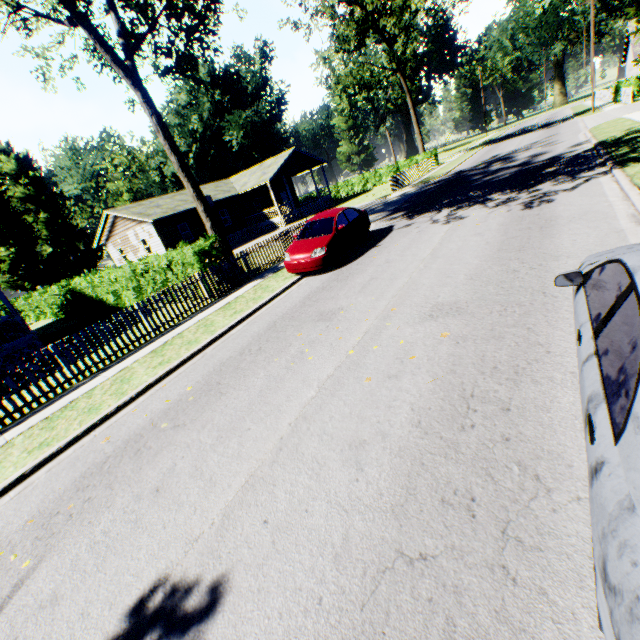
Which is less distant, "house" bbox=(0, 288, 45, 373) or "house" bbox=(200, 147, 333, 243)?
"house" bbox=(0, 288, 45, 373)

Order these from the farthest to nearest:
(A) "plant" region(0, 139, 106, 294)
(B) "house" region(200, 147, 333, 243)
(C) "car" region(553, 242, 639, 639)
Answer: (A) "plant" region(0, 139, 106, 294) < (B) "house" region(200, 147, 333, 243) < (C) "car" region(553, 242, 639, 639)

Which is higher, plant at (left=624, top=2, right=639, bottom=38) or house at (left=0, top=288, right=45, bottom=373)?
plant at (left=624, top=2, right=639, bottom=38)

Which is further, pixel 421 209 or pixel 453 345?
pixel 421 209

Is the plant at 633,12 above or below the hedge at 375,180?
above

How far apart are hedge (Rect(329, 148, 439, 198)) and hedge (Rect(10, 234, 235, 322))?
30.6 meters

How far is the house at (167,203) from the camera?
27.39m

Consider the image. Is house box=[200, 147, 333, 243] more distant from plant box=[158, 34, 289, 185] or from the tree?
plant box=[158, 34, 289, 185]
